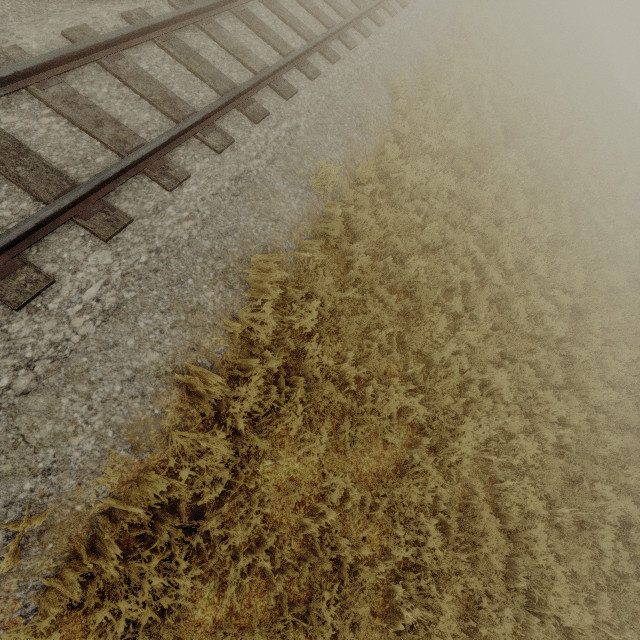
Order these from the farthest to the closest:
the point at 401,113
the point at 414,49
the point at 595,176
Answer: the point at 595,176 < the point at 414,49 < the point at 401,113
